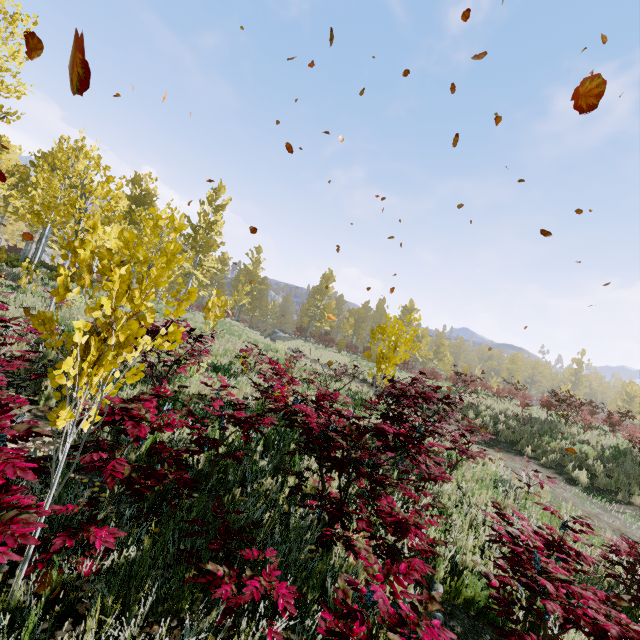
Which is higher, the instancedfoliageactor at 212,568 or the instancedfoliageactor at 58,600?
the instancedfoliageactor at 212,568

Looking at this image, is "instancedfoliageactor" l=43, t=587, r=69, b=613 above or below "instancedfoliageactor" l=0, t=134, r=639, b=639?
below

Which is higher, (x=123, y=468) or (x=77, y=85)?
(x=77, y=85)

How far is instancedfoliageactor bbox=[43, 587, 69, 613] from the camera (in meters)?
1.92

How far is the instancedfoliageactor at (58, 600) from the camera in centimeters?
192cm
